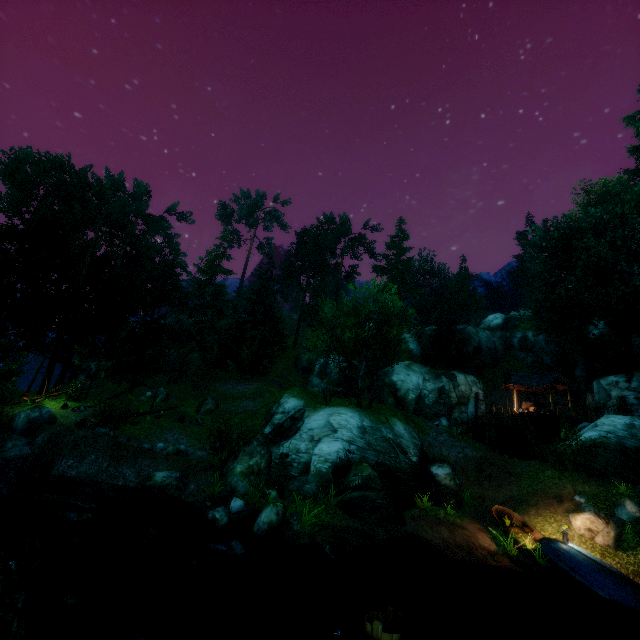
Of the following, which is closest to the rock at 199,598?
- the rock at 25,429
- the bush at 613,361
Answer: the rock at 25,429

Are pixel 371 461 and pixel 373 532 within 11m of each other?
yes

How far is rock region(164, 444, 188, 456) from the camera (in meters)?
19.11

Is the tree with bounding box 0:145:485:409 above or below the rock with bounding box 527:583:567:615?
above

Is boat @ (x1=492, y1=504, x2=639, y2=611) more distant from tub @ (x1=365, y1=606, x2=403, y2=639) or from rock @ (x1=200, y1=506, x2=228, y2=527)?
rock @ (x1=200, y1=506, x2=228, y2=527)

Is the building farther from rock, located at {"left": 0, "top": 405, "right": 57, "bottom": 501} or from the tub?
rock, located at {"left": 0, "top": 405, "right": 57, "bottom": 501}

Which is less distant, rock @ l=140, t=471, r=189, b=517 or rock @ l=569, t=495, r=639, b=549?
rock @ l=569, t=495, r=639, b=549

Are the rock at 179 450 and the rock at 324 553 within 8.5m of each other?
no
